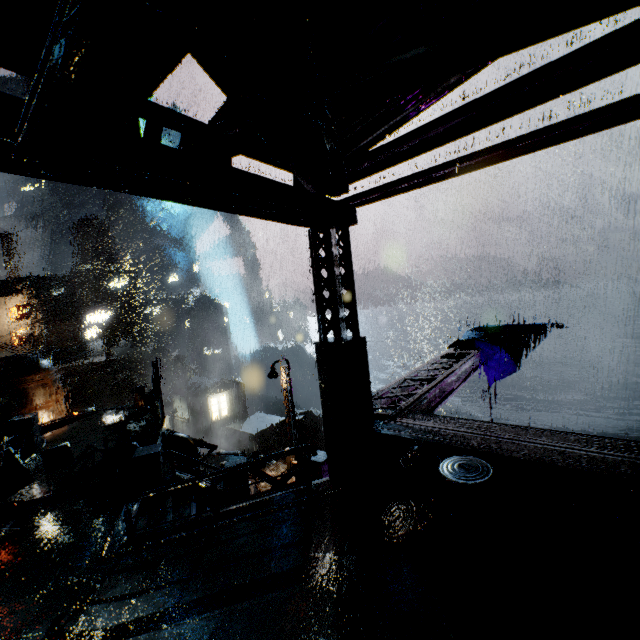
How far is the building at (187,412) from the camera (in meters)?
39.16

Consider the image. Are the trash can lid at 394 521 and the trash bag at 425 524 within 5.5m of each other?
yes

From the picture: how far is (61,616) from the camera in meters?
6.2

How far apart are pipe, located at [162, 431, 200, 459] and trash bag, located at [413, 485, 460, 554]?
14.51m

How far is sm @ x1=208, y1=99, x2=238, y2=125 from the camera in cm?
493

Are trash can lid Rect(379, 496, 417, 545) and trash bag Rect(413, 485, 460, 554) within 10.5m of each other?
yes

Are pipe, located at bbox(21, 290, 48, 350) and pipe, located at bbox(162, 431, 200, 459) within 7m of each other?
no

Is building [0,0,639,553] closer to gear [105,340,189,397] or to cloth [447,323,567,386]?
gear [105,340,189,397]
